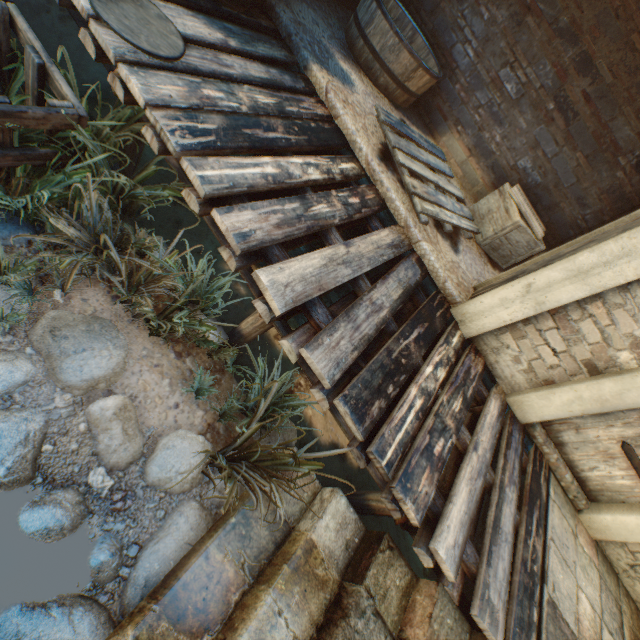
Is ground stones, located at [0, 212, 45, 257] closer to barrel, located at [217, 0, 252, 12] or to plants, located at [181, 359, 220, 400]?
plants, located at [181, 359, 220, 400]

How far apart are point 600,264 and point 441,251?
1.4m

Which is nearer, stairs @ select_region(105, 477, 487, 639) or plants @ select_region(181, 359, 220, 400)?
stairs @ select_region(105, 477, 487, 639)

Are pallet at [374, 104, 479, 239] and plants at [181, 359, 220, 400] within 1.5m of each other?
no

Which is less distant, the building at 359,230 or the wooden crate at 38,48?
the wooden crate at 38,48

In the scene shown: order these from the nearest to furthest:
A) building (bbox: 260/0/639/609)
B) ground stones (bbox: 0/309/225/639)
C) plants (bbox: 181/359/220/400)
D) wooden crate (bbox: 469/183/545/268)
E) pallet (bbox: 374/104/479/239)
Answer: ground stones (bbox: 0/309/225/639)
plants (bbox: 181/359/220/400)
building (bbox: 260/0/639/609)
pallet (bbox: 374/104/479/239)
wooden crate (bbox: 469/183/545/268)

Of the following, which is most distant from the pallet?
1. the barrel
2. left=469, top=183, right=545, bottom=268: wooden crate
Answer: the barrel

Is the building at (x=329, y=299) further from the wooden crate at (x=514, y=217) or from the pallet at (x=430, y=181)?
the wooden crate at (x=514, y=217)
